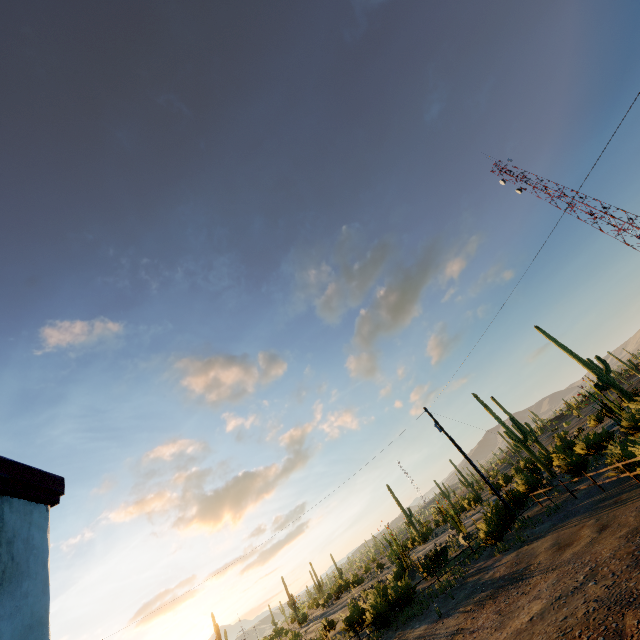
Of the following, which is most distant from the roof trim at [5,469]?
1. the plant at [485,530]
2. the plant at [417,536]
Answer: the plant at [417,536]

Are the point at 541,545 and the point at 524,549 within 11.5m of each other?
yes

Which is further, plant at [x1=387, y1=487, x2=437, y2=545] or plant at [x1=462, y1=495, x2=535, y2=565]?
plant at [x1=387, y1=487, x2=437, y2=545]

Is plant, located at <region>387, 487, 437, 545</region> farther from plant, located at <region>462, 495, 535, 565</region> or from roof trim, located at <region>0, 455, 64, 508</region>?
roof trim, located at <region>0, 455, 64, 508</region>

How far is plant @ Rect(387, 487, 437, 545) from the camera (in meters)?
53.67

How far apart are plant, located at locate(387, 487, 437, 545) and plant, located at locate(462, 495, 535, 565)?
35.6 meters

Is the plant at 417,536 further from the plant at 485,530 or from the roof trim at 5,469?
the roof trim at 5,469
